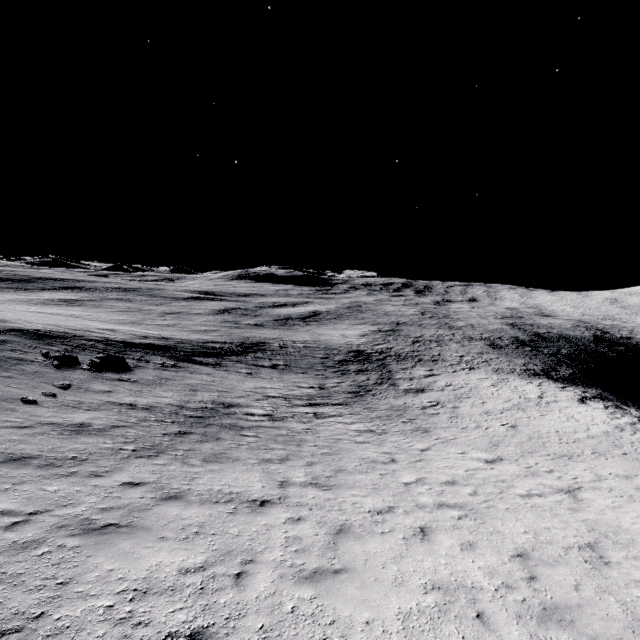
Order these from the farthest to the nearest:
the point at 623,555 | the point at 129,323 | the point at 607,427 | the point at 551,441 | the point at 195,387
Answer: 1. the point at 129,323
2. the point at 195,387
3. the point at 607,427
4. the point at 551,441
5. the point at 623,555
